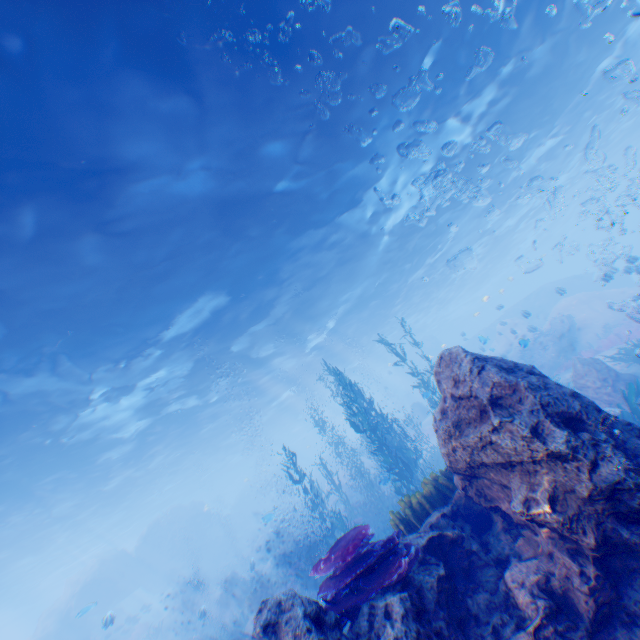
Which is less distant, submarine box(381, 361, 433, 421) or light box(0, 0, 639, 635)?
light box(0, 0, 639, 635)

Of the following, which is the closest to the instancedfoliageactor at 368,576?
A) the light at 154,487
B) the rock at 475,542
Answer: the rock at 475,542

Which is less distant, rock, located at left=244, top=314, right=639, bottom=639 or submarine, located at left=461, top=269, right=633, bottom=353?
rock, located at left=244, top=314, right=639, bottom=639

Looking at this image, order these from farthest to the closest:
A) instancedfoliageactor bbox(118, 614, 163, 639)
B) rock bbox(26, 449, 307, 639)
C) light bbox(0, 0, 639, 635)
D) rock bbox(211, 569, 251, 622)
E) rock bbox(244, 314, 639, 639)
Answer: rock bbox(26, 449, 307, 639) → instancedfoliageactor bbox(118, 614, 163, 639) → rock bbox(211, 569, 251, 622) → light bbox(0, 0, 639, 635) → rock bbox(244, 314, 639, 639)

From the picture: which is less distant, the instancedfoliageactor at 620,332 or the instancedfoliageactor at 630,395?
the instancedfoliageactor at 630,395

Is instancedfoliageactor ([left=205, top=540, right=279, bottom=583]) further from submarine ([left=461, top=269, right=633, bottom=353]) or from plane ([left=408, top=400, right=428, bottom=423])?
plane ([left=408, top=400, right=428, bottom=423])

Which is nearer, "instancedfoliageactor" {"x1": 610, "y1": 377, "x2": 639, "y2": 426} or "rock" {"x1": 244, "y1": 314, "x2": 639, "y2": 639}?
"rock" {"x1": 244, "y1": 314, "x2": 639, "y2": 639}

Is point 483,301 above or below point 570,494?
above
